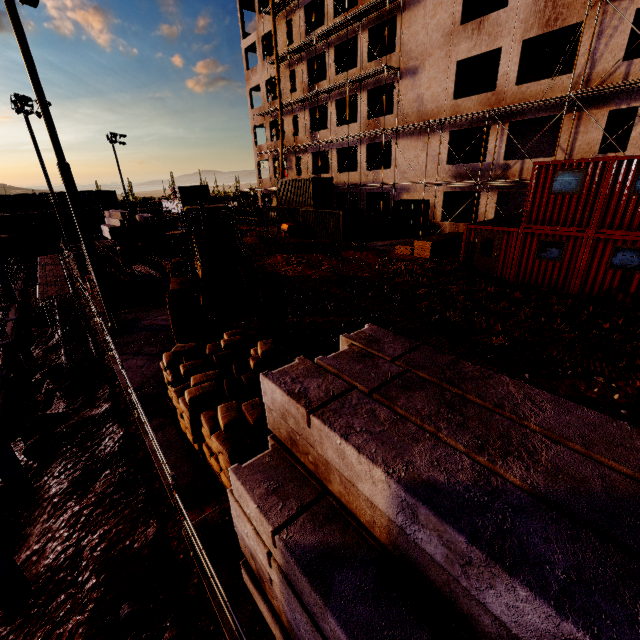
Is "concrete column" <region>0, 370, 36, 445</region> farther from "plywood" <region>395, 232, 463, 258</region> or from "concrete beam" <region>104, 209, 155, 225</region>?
"plywood" <region>395, 232, 463, 258</region>

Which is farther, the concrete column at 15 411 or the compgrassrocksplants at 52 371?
the compgrassrocksplants at 52 371

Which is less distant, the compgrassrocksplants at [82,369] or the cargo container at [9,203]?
the compgrassrocksplants at [82,369]

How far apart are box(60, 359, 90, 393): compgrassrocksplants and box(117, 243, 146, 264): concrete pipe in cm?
698

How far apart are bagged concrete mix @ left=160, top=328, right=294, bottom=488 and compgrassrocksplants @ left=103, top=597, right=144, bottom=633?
6.4 meters

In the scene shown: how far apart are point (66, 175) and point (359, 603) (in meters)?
13.28

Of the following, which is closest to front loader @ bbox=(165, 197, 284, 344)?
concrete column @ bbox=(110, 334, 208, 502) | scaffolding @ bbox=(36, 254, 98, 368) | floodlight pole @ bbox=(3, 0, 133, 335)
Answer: concrete column @ bbox=(110, 334, 208, 502)

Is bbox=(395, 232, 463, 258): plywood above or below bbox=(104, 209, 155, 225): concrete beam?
below
